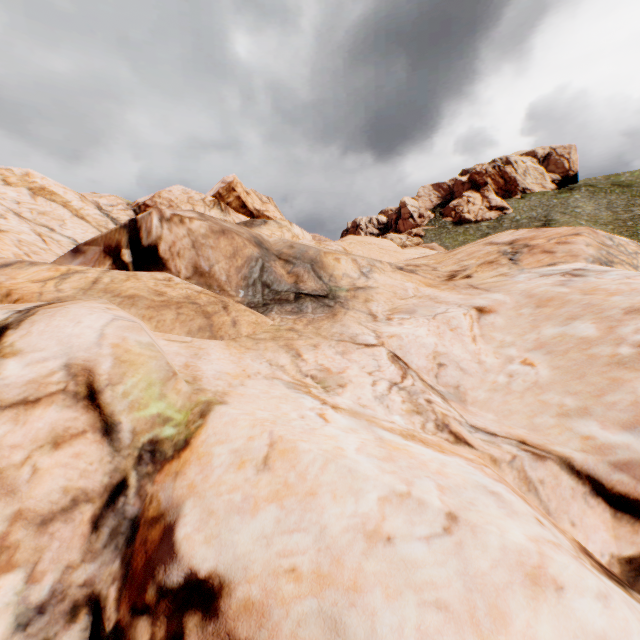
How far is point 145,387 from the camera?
5.07m
